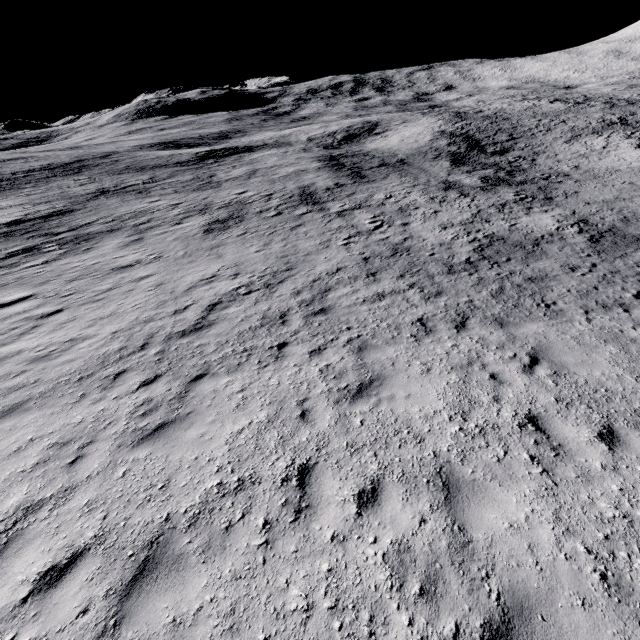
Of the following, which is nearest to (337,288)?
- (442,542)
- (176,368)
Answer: (176,368)
